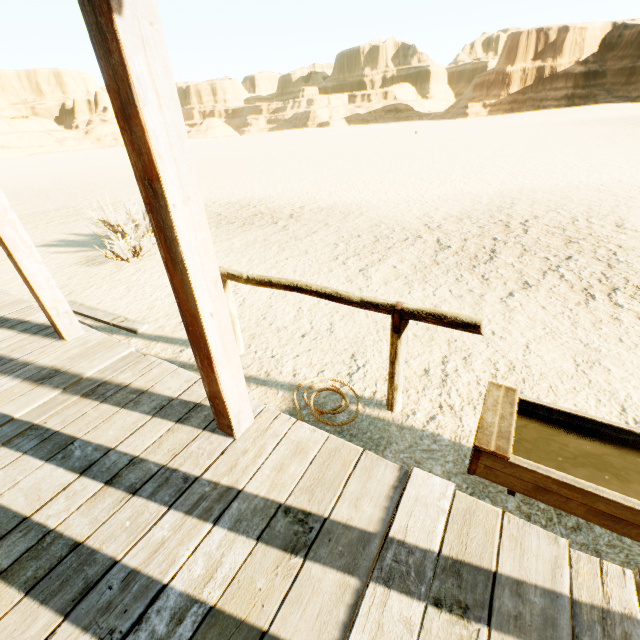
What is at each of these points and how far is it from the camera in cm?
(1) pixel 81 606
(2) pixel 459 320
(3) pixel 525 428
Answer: (1) building, 139
(2) hitch post, 202
(3) trough, 214

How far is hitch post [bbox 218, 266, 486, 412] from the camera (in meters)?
2.05

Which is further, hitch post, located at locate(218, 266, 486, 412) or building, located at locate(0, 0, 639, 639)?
hitch post, located at locate(218, 266, 486, 412)

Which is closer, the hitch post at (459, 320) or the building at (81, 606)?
the building at (81, 606)

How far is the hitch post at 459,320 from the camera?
2.0m
